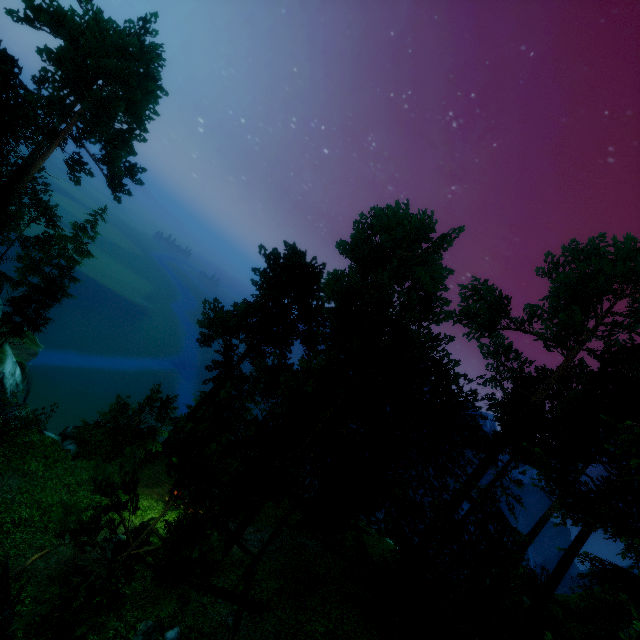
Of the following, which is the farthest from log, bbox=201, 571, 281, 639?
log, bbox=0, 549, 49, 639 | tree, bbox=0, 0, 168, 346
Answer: log, bbox=0, 549, 49, 639

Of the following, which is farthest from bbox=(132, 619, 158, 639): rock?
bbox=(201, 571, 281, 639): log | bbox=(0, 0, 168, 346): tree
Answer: bbox=(201, 571, 281, 639): log

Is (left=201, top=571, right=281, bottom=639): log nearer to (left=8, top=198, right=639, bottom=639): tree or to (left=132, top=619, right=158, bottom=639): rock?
(left=8, top=198, right=639, bottom=639): tree

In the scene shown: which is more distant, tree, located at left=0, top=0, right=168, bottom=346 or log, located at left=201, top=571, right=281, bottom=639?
tree, located at left=0, top=0, right=168, bottom=346

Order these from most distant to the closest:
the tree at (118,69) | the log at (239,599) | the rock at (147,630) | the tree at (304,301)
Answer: the tree at (118,69) < the log at (239,599) < the rock at (147,630) < the tree at (304,301)

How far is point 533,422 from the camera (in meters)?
24.72

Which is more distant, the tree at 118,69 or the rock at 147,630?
the tree at 118,69

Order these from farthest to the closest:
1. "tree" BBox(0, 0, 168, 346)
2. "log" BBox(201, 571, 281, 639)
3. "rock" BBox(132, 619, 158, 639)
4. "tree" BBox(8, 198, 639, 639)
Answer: "tree" BBox(0, 0, 168, 346) → "log" BBox(201, 571, 281, 639) → "rock" BBox(132, 619, 158, 639) → "tree" BBox(8, 198, 639, 639)
